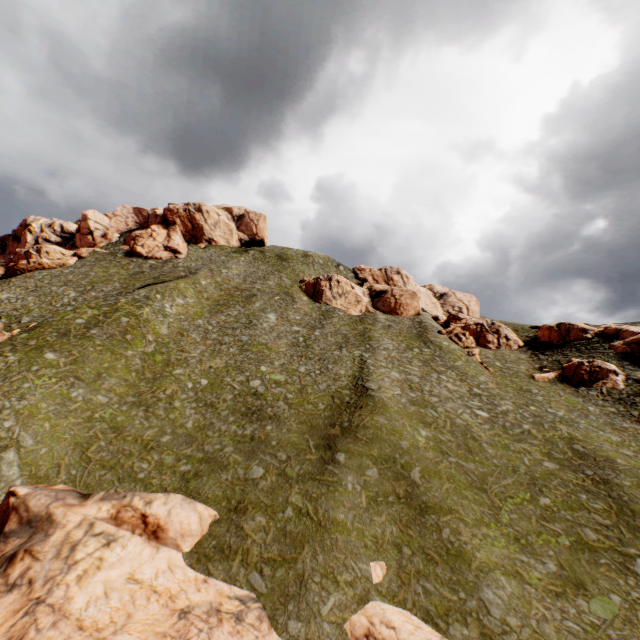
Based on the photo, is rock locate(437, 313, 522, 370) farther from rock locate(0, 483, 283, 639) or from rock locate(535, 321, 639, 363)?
rock locate(0, 483, 283, 639)

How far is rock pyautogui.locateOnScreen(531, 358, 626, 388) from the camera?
39.3m

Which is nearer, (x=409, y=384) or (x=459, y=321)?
→ (x=409, y=384)

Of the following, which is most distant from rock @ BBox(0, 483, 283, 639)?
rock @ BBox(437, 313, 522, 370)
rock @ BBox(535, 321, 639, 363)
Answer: rock @ BBox(437, 313, 522, 370)

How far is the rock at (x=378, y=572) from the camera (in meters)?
17.27

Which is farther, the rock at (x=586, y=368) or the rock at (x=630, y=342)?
the rock at (x=630, y=342)

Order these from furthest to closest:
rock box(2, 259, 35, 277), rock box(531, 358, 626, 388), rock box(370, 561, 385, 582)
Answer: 1. rock box(2, 259, 35, 277)
2. rock box(531, 358, 626, 388)
3. rock box(370, 561, 385, 582)
